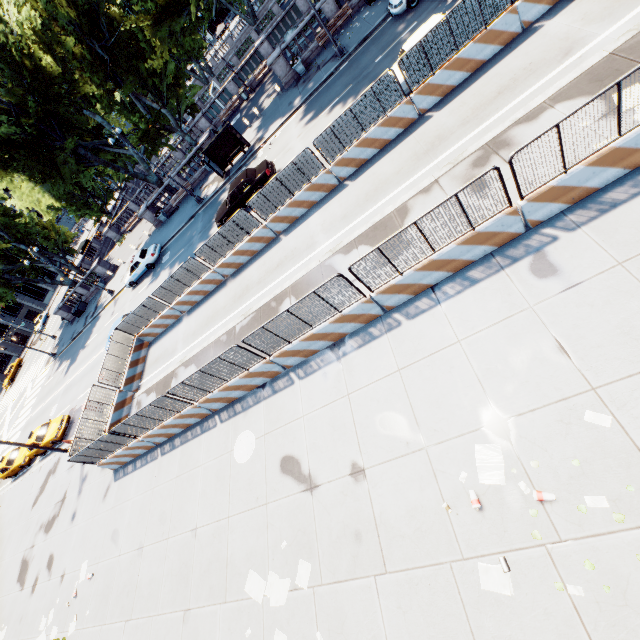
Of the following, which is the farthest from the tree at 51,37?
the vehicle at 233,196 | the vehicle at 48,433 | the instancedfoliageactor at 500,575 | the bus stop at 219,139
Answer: the instancedfoliageactor at 500,575

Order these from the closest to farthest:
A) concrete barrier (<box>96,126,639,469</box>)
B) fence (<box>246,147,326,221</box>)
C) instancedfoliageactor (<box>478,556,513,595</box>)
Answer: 1. instancedfoliageactor (<box>478,556,513,595</box>)
2. concrete barrier (<box>96,126,639,469</box>)
3. fence (<box>246,147,326,221</box>)

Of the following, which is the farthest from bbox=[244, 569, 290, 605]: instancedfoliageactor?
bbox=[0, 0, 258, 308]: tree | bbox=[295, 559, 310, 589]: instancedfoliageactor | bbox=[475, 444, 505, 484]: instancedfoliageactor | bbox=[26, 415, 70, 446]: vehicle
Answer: bbox=[0, 0, 258, 308]: tree

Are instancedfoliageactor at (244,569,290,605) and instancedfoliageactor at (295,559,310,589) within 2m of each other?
yes

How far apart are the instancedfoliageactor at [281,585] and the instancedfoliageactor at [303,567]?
0.18m

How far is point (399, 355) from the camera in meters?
8.5

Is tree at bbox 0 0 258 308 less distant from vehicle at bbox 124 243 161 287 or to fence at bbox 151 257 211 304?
vehicle at bbox 124 243 161 287

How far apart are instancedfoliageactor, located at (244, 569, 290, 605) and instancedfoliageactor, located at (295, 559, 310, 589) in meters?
0.2
